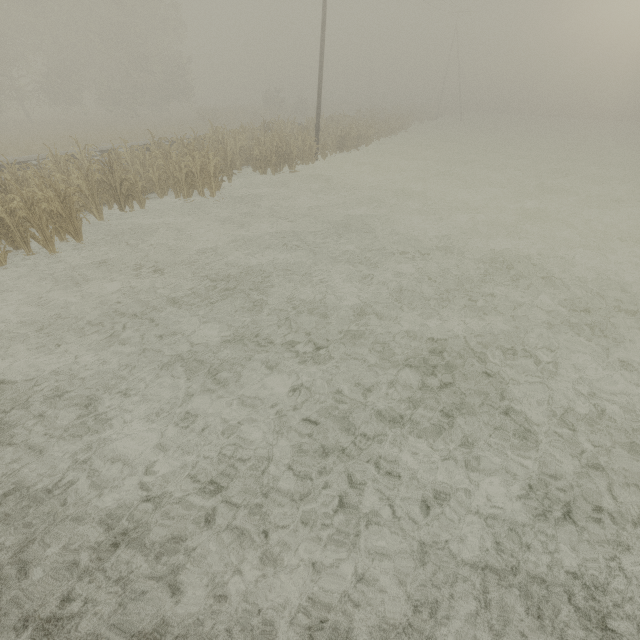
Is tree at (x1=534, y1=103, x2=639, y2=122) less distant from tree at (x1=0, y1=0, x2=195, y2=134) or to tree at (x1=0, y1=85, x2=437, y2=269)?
tree at (x1=0, y1=0, x2=195, y2=134)

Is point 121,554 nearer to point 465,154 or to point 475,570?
point 475,570

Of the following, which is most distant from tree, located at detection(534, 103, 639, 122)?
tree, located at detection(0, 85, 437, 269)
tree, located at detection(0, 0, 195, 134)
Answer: tree, located at detection(0, 85, 437, 269)

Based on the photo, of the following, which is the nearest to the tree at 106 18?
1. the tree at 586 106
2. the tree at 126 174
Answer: the tree at 586 106

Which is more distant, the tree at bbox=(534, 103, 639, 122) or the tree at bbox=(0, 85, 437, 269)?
the tree at bbox=(534, 103, 639, 122)

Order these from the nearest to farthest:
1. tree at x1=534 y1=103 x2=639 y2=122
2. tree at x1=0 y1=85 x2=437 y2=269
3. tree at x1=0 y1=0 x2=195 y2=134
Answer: tree at x1=0 y1=85 x2=437 y2=269
tree at x1=0 y1=0 x2=195 y2=134
tree at x1=534 y1=103 x2=639 y2=122

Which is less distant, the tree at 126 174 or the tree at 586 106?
the tree at 126 174
